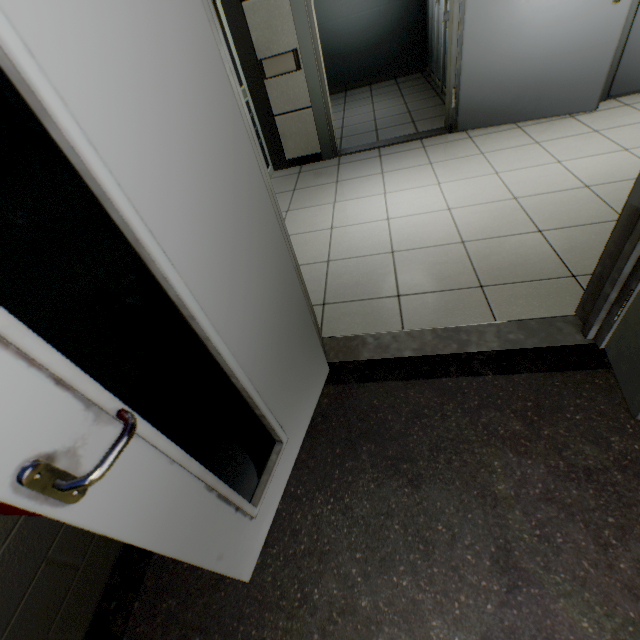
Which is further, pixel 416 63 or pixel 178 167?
pixel 416 63

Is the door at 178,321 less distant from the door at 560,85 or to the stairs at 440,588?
the stairs at 440,588

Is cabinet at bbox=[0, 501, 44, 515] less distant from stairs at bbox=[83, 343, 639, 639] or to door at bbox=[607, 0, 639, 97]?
stairs at bbox=[83, 343, 639, 639]

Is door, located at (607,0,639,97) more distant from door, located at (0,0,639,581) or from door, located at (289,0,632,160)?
door, located at (0,0,639,581)

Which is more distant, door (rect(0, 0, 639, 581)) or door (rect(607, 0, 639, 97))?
door (rect(607, 0, 639, 97))

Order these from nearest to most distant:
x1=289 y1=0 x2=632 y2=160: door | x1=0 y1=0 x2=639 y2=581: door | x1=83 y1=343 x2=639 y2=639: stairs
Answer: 1. x1=0 y1=0 x2=639 y2=581: door
2. x1=83 y1=343 x2=639 y2=639: stairs
3. x1=289 y1=0 x2=632 y2=160: door

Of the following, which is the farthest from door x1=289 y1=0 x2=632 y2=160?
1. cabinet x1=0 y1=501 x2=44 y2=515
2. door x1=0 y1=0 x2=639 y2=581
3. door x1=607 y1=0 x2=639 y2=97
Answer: cabinet x1=0 y1=501 x2=44 y2=515

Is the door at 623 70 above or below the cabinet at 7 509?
below
